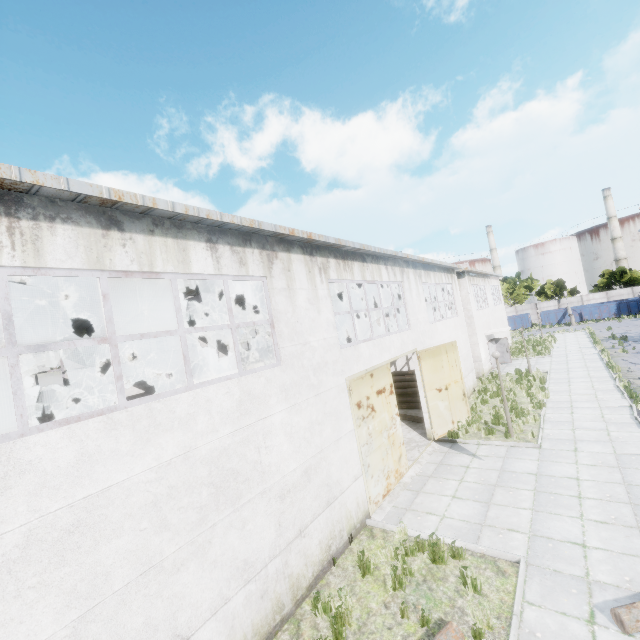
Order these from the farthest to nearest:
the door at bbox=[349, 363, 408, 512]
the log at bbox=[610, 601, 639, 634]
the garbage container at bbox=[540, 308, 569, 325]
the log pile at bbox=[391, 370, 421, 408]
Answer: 1. the garbage container at bbox=[540, 308, 569, 325]
2. the log pile at bbox=[391, 370, 421, 408]
3. the door at bbox=[349, 363, 408, 512]
4. the log at bbox=[610, 601, 639, 634]

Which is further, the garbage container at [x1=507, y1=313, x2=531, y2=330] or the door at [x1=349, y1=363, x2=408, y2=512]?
the garbage container at [x1=507, y1=313, x2=531, y2=330]

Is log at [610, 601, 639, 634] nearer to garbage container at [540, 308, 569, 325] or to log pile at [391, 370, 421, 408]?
log pile at [391, 370, 421, 408]

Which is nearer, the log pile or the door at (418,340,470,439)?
the door at (418,340,470,439)

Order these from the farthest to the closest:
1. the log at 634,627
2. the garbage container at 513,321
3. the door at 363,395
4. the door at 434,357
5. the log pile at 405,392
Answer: the garbage container at 513,321
the log pile at 405,392
the door at 434,357
the door at 363,395
the log at 634,627

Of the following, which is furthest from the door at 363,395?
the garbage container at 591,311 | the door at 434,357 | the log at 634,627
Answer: the garbage container at 591,311

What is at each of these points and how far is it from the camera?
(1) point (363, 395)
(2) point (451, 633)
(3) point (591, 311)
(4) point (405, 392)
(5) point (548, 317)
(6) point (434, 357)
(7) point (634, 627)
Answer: (1) door, 9.8m
(2) log, 5.2m
(3) garbage container, 45.3m
(4) log pile, 19.0m
(5) garbage container, 48.3m
(6) door, 14.2m
(7) log, 4.9m

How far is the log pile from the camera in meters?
18.6
